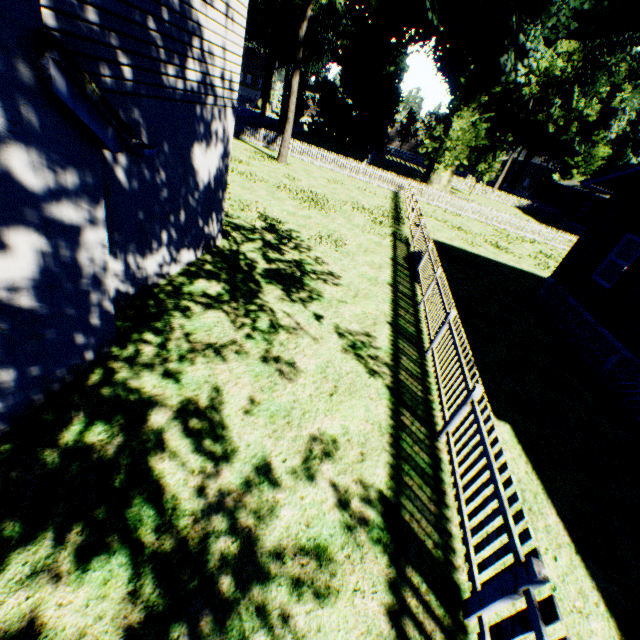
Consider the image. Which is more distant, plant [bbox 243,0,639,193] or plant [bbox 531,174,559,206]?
plant [bbox 531,174,559,206]

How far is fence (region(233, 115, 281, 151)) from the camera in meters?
26.0 m

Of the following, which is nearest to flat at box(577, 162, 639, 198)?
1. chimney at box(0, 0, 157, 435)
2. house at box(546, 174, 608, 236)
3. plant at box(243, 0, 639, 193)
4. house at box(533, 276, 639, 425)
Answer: house at box(533, 276, 639, 425)

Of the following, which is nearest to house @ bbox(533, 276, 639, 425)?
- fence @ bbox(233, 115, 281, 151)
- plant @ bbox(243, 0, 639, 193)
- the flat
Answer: fence @ bbox(233, 115, 281, 151)

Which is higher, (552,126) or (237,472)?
(552,126)

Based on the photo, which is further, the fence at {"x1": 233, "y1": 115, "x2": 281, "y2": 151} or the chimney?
the fence at {"x1": 233, "y1": 115, "x2": 281, "y2": 151}

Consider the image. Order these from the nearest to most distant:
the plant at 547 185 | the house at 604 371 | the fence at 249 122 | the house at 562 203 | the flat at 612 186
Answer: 1. the house at 604 371
2. the flat at 612 186
3. the fence at 249 122
4. the house at 562 203
5. the plant at 547 185

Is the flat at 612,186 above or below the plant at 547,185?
above
